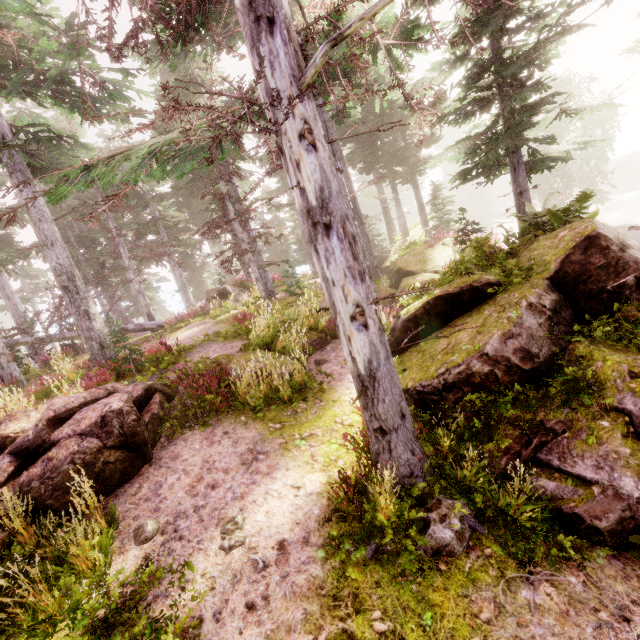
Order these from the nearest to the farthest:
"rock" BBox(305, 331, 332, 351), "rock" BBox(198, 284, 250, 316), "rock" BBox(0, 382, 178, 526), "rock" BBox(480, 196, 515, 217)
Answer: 1. "rock" BBox(0, 382, 178, 526)
2. "rock" BBox(305, 331, 332, 351)
3. "rock" BBox(198, 284, 250, 316)
4. "rock" BBox(480, 196, 515, 217)

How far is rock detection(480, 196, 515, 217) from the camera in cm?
4762

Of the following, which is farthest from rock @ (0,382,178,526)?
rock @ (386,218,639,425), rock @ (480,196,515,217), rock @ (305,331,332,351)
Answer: rock @ (480,196,515,217)

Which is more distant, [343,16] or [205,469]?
[343,16]

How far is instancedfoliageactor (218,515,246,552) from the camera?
4.62m

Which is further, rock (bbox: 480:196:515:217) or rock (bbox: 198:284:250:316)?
rock (bbox: 480:196:515:217)

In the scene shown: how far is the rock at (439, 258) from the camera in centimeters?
1117cm

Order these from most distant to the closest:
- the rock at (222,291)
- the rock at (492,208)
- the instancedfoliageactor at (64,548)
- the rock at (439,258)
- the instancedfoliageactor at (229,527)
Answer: the rock at (492,208) < the rock at (222,291) < the rock at (439,258) < the instancedfoliageactor at (229,527) < the instancedfoliageactor at (64,548)
